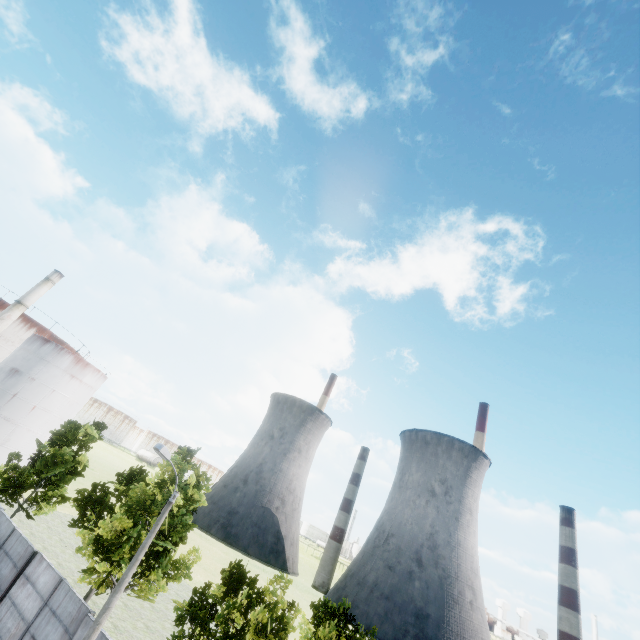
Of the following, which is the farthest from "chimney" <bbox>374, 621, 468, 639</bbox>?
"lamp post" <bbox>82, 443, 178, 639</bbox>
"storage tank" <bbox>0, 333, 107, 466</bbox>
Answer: "lamp post" <bbox>82, 443, 178, 639</bbox>

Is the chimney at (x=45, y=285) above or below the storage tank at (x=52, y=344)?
above

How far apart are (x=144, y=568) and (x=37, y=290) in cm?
4703

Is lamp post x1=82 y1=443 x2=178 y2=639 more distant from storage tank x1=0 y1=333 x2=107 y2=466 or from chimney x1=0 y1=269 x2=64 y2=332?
storage tank x1=0 y1=333 x2=107 y2=466

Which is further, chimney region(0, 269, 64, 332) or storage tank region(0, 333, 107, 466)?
storage tank region(0, 333, 107, 466)

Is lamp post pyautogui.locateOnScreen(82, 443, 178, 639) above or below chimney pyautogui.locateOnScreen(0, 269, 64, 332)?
below

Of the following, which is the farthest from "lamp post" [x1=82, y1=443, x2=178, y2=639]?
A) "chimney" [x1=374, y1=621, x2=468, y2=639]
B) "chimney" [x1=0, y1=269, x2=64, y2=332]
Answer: "chimney" [x1=374, y1=621, x2=468, y2=639]

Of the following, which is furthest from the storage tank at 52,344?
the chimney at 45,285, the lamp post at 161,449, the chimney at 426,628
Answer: the chimney at 426,628
